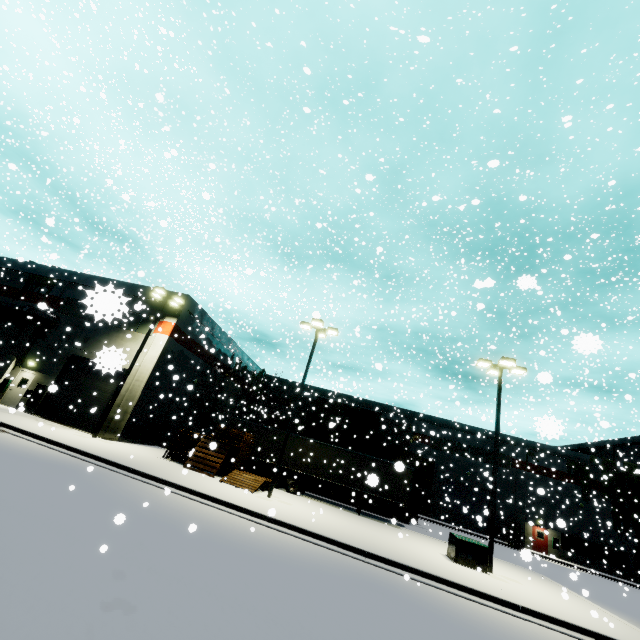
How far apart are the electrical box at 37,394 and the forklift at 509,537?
42.2m

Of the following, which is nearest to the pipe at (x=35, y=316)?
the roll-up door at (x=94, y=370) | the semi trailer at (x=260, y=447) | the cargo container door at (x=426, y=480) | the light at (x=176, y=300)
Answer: the roll-up door at (x=94, y=370)

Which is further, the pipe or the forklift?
the forklift

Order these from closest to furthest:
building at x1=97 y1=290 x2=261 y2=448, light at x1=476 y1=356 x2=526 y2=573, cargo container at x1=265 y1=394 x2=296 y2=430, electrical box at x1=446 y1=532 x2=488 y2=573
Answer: electrical box at x1=446 y1=532 x2=488 y2=573 < light at x1=476 y1=356 x2=526 y2=573 < building at x1=97 y1=290 x2=261 y2=448 < cargo container at x1=265 y1=394 x2=296 y2=430

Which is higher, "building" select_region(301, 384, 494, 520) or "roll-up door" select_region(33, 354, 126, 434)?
"building" select_region(301, 384, 494, 520)

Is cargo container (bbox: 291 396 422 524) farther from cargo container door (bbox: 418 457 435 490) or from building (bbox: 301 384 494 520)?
building (bbox: 301 384 494 520)

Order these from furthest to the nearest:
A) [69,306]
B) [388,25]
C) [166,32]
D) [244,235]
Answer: [388,25] → [244,235] → [69,306] → [166,32]

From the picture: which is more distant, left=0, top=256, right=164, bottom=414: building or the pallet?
the pallet
